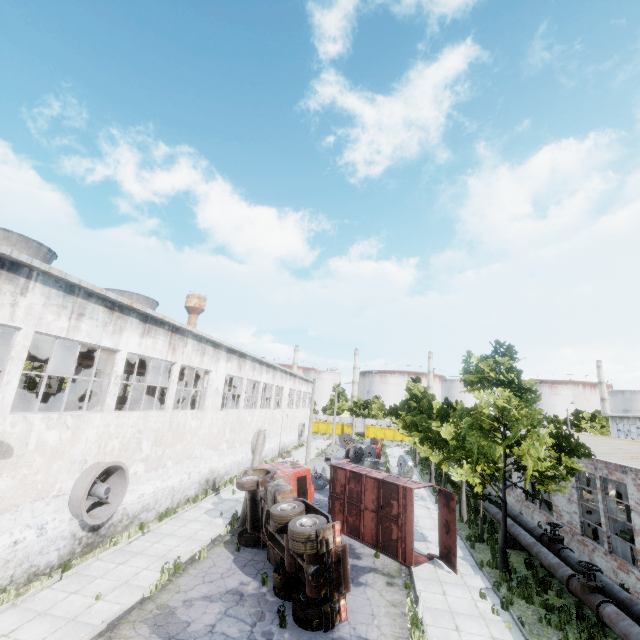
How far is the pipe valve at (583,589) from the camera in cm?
973

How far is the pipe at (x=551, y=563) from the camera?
12.1m

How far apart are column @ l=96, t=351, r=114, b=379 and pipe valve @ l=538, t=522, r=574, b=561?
21.8m

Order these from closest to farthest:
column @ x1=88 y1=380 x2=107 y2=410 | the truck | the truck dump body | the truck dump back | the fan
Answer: the truck → the fan → the truck dump back → the truck dump body → column @ x1=88 y1=380 x2=107 y2=410

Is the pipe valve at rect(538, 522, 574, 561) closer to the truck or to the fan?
the truck

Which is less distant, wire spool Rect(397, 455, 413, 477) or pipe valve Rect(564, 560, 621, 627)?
pipe valve Rect(564, 560, 621, 627)

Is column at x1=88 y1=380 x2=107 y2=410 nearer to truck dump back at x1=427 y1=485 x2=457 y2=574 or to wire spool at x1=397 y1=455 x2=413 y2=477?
truck dump back at x1=427 y1=485 x2=457 y2=574

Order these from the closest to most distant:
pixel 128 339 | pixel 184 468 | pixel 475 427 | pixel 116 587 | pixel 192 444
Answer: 1. pixel 116 587
2. pixel 128 339
3. pixel 475 427
4. pixel 184 468
5. pixel 192 444
